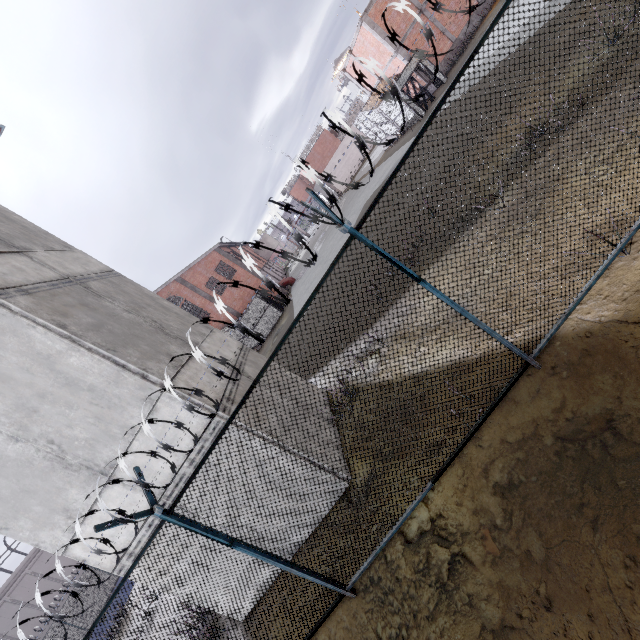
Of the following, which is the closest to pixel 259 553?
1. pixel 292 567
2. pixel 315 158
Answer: pixel 292 567

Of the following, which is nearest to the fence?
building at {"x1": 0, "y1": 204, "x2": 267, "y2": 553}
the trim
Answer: building at {"x1": 0, "y1": 204, "x2": 267, "y2": 553}

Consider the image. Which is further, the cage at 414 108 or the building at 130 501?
the cage at 414 108

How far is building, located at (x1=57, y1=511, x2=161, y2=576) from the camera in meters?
6.0 m

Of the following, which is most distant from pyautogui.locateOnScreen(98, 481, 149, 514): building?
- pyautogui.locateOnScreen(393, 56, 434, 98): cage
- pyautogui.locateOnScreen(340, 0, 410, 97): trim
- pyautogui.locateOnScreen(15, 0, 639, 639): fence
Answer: pyautogui.locateOnScreen(340, 0, 410, 97): trim

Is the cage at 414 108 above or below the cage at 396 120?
below

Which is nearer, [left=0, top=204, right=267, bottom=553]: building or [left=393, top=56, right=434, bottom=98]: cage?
[left=0, top=204, right=267, bottom=553]: building
